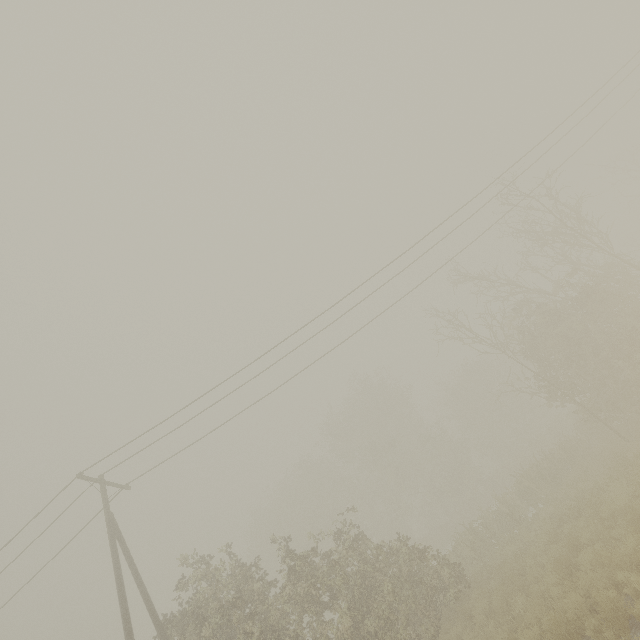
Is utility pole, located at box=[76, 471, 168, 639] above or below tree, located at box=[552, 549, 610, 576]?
above

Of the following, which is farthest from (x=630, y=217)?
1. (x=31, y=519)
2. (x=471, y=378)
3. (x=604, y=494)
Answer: (x=31, y=519)

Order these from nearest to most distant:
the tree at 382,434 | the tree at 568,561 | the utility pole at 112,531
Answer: the tree at 568,561 < the utility pole at 112,531 < the tree at 382,434

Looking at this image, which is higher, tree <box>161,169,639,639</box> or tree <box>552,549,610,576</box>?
tree <box>161,169,639,639</box>

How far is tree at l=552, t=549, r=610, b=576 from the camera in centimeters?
754cm

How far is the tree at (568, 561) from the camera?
7.5m

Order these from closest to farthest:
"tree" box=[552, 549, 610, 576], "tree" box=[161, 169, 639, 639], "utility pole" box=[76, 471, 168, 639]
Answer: "tree" box=[552, 549, 610, 576], "utility pole" box=[76, 471, 168, 639], "tree" box=[161, 169, 639, 639]

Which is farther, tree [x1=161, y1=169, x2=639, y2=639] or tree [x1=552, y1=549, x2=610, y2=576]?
tree [x1=161, y1=169, x2=639, y2=639]
